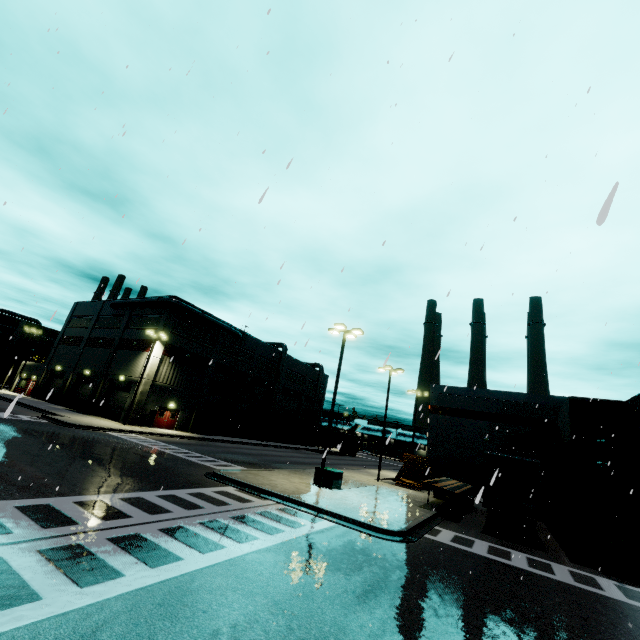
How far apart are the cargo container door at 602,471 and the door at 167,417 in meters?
37.9 m

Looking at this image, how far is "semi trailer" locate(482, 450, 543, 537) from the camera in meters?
16.0

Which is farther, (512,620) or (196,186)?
(196,186)

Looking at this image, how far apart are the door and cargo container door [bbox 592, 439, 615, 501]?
37.87m

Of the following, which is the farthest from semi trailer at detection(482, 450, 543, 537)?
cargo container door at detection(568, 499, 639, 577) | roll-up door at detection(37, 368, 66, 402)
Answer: cargo container door at detection(568, 499, 639, 577)

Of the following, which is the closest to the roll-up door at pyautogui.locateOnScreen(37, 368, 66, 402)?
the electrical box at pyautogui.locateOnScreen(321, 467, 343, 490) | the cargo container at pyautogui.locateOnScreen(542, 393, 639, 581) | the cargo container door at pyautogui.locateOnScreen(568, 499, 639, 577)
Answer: the cargo container at pyautogui.locateOnScreen(542, 393, 639, 581)

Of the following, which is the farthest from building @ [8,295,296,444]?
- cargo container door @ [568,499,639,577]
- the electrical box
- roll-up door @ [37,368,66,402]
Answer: the electrical box

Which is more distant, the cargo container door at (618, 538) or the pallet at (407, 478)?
the pallet at (407, 478)
